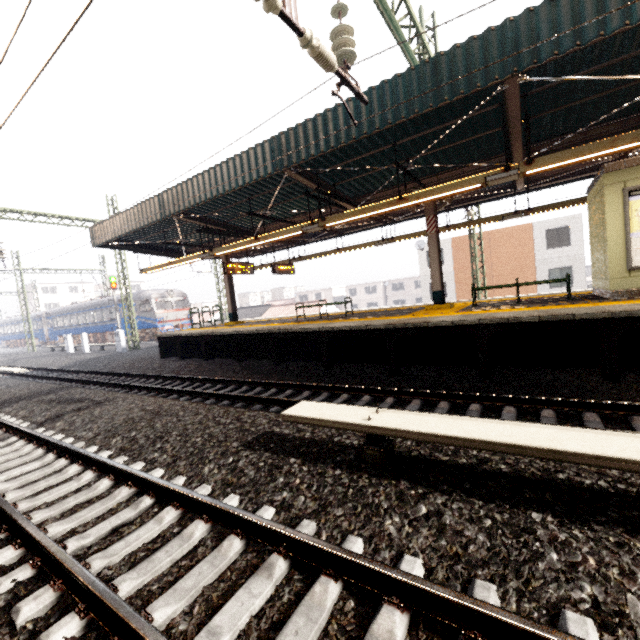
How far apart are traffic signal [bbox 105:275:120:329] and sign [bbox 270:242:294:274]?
18.44m

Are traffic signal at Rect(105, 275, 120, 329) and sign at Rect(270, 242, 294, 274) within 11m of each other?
no

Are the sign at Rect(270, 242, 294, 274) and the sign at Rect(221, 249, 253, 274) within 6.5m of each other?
yes

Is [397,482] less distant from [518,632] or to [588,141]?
[518,632]

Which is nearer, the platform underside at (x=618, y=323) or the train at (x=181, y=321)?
the platform underside at (x=618, y=323)

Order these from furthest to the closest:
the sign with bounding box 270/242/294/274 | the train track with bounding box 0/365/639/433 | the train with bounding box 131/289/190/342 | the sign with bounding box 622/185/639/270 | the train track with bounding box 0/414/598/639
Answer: the train with bounding box 131/289/190/342 < the sign with bounding box 270/242/294/274 < the sign with bounding box 622/185/639/270 < the train track with bounding box 0/365/639/433 < the train track with bounding box 0/414/598/639

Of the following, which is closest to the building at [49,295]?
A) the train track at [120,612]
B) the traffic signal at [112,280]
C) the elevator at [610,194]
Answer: the traffic signal at [112,280]

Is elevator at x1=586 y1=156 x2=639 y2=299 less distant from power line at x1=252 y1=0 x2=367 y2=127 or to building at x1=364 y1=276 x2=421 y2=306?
power line at x1=252 y1=0 x2=367 y2=127
